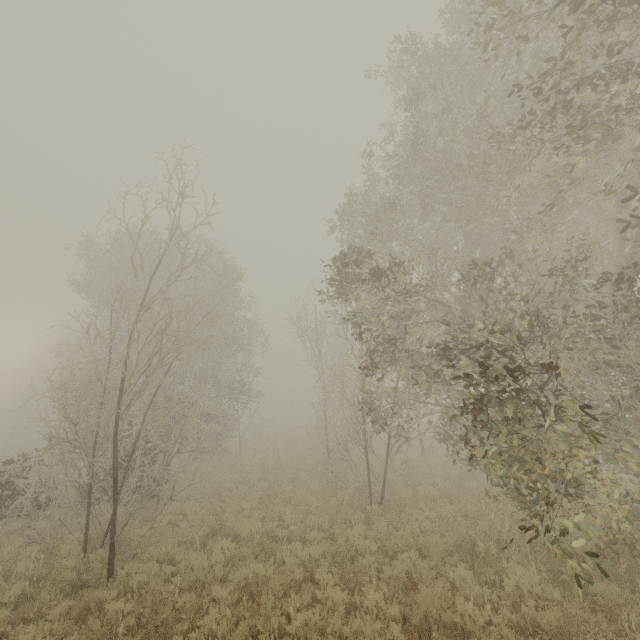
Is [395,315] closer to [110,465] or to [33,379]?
[110,465]
